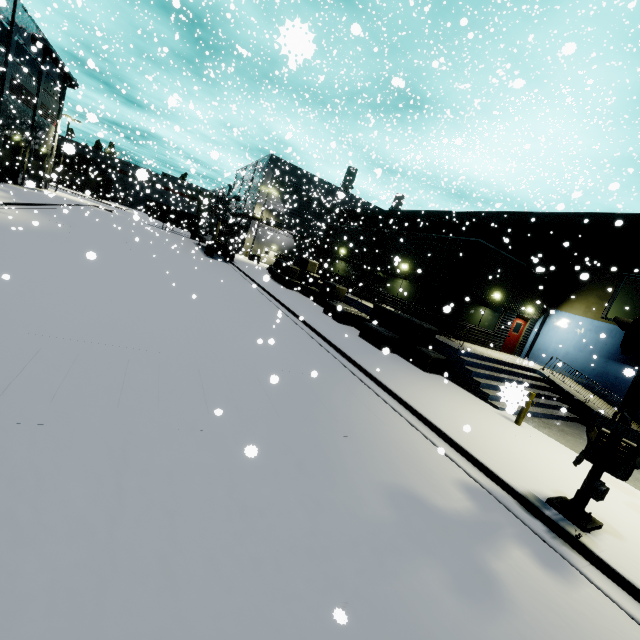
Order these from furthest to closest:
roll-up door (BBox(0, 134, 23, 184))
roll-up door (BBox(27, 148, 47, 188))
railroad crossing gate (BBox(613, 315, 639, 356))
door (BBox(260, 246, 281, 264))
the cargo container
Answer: the cargo container
door (BBox(260, 246, 281, 264))
roll-up door (BBox(0, 134, 23, 184))
roll-up door (BBox(27, 148, 47, 188))
railroad crossing gate (BBox(613, 315, 639, 356))

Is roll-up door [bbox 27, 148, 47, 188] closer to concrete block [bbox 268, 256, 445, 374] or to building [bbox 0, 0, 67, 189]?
building [bbox 0, 0, 67, 189]

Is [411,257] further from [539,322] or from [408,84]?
[408,84]

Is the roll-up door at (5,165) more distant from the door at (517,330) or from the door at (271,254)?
the door at (517,330)

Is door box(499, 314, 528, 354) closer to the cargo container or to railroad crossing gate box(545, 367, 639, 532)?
railroad crossing gate box(545, 367, 639, 532)

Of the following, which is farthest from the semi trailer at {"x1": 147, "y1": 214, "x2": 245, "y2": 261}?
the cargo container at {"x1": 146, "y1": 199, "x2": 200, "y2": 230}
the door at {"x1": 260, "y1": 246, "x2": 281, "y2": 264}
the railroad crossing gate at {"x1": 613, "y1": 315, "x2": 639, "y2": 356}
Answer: the railroad crossing gate at {"x1": 613, "y1": 315, "x2": 639, "y2": 356}

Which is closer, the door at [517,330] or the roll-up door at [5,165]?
the door at [517,330]

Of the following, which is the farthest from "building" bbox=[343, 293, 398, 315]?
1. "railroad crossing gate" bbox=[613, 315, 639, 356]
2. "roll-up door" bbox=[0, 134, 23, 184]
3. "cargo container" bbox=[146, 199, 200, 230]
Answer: "railroad crossing gate" bbox=[613, 315, 639, 356]
